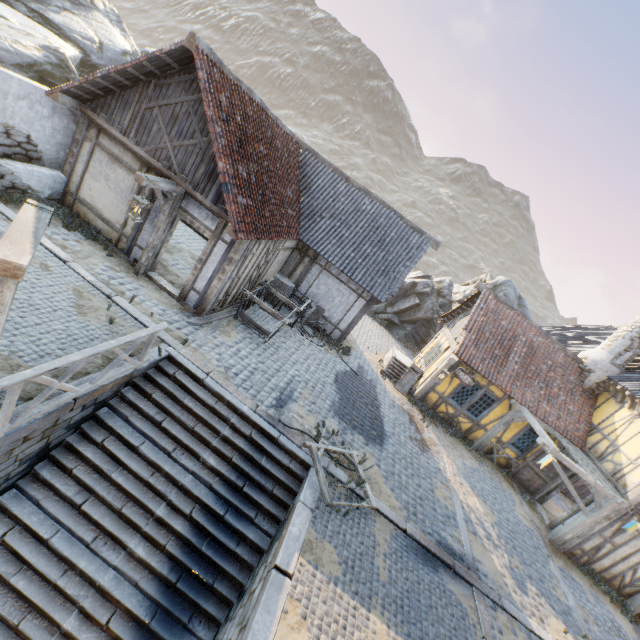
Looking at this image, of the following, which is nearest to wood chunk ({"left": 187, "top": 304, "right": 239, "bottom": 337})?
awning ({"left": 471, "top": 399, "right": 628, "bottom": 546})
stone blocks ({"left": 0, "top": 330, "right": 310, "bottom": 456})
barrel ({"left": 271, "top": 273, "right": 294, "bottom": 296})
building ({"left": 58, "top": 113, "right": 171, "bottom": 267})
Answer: building ({"left": 58, "top": 113, "right": 171, "bottom": 267})

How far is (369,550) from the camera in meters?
6.7 m

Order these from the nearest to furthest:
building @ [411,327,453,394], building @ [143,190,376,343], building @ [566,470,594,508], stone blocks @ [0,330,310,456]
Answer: stone blocks @ [0,330,310,456] → building @ [143,190,376,343] → building @ [566,470,594,508] → building @ [411,327,453,394]

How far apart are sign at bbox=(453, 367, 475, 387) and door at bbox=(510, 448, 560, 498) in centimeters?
410cm

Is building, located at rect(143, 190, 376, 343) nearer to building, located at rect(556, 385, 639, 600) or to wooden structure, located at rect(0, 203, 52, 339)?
wooden structure, located at rect(0, 203, 52, 339)

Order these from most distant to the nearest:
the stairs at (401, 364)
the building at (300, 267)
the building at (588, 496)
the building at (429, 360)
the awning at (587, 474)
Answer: the stairs at (401, 364) < the building at (429, 360) < the building at (588, 496) < the awning at (587, 474) < the building at (300, 267)

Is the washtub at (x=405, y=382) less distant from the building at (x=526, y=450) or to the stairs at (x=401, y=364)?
the stairs at (x=401, y=364)

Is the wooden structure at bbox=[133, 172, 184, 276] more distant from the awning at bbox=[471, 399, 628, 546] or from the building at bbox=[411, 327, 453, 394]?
the awning at bbox=[471, 399, 628, 546]
